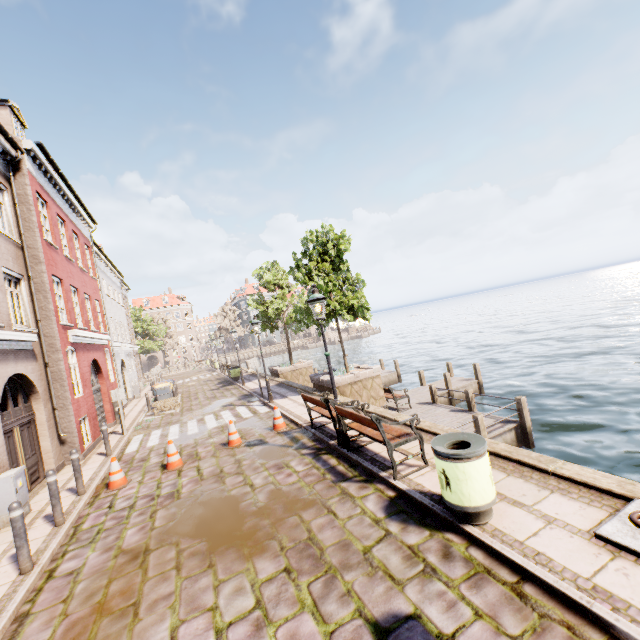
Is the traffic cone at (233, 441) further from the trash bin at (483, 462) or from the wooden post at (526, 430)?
the wooden post at (526, 430)

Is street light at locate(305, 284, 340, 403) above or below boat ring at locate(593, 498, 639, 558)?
above

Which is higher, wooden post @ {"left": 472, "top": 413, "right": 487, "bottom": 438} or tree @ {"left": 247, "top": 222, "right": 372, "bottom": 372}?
tree @ {"left": 247, "top": 222, "right": 372, "bottom": 372}

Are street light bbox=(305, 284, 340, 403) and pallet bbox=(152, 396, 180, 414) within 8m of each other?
no

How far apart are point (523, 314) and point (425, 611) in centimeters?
6335cm

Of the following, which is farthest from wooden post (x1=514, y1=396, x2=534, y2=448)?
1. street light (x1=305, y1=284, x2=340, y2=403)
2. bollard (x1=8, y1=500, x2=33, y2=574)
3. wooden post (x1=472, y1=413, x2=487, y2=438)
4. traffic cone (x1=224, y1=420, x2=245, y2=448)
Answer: bollard (x1=8, y1=500, x2=33, y2=574)

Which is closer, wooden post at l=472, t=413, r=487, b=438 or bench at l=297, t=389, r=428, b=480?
bench at l=297, t=389, r=428, b=480

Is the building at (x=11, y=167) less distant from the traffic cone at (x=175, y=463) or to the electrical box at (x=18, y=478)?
the electrical box at (x=18, y=478)
